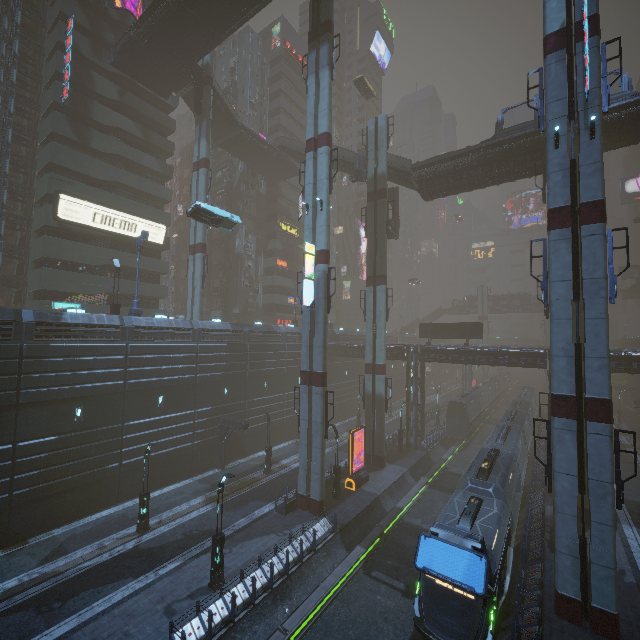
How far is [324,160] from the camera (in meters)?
24.09

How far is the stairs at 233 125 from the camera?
37.75m

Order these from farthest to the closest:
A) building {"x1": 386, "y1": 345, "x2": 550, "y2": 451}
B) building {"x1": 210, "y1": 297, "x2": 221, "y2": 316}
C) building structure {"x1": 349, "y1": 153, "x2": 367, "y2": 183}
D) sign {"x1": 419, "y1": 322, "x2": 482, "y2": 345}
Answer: building {"x1": 210, "y1": 297, "x2": 221, "y2": 316}
sign {"x1": 419, "y1": 322, "x2": 482, "y2": 345}
building structure {"x1": 349, "y1": 153, "x2": 367, "y2": 183}
building {"x1": 386, "y1": 345, "x2": 550, "y2": 451}

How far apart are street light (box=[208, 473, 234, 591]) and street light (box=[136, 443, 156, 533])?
6.68m

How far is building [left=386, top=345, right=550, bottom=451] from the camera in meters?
31.3

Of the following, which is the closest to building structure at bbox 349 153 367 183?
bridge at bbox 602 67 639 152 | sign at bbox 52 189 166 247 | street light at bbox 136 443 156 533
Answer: bridge at bbox 602 67 639 152

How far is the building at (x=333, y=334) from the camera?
50.0 meters

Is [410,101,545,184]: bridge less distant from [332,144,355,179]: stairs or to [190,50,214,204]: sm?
[332,144,355,179]: stairs
